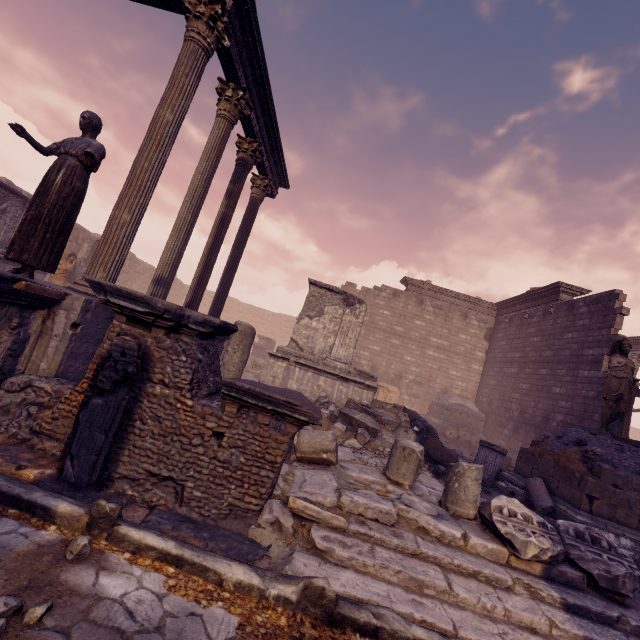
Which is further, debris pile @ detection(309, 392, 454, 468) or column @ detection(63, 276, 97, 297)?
debris pile @ detection(309, 392, 454, 468)

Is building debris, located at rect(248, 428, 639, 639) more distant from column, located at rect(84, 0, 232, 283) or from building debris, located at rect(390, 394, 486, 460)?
building debris, located at rect(390, 394, 486, 460)

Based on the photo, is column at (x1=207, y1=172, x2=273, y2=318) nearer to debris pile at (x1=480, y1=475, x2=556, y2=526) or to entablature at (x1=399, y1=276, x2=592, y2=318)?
debris pile at (x1=480, y1=475, x2=556, y2=526)

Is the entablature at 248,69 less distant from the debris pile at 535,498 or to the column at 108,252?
the column at 108,252

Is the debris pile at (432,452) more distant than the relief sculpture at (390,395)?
No

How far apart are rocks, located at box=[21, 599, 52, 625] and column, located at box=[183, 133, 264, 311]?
7.0 meters

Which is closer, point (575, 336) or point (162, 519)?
point (162, 519)

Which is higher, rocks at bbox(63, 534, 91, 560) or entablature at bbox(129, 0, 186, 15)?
entablature at bbox(129, 0, 186, 15)
